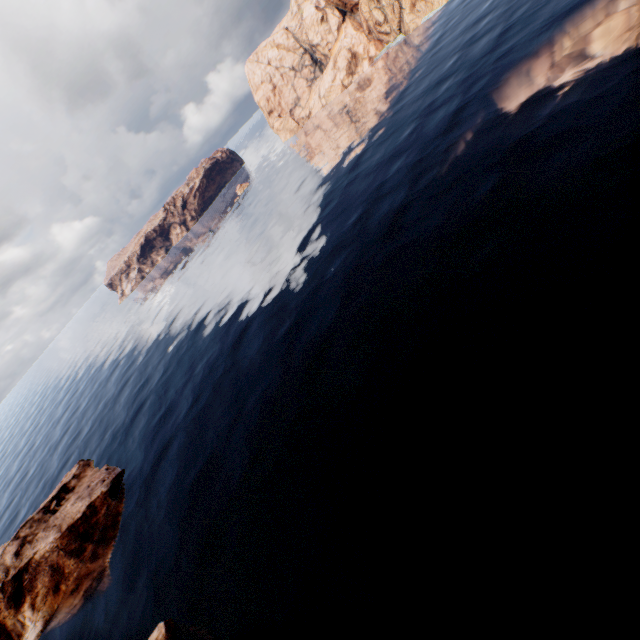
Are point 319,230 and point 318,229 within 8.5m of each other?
yes

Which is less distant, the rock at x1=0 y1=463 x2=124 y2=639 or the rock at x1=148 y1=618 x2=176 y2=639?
the rock at x1=148 y1=618 x2=176 y2=639

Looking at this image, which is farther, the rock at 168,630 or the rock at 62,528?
the rock at 62,528
